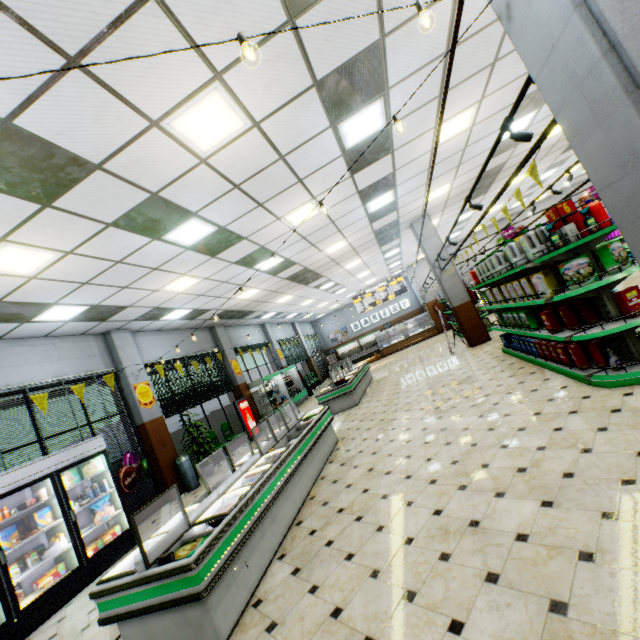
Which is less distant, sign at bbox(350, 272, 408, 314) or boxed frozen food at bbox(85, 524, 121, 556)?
boxed frozen food at bbox(85, 524, 121, 556)

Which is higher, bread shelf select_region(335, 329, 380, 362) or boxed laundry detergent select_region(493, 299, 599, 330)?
bread shelf select_region(335, 329, 380, 362)

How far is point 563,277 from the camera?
4.4m

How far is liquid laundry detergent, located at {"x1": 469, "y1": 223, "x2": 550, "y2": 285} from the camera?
4.77m

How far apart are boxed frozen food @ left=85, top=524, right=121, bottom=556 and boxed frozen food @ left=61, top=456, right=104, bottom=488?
1.2 meters

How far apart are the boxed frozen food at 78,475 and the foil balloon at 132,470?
0.4 meters

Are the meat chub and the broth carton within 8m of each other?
yes

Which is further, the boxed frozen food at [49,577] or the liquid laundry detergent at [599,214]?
the boxed frozen food at [49,577]
